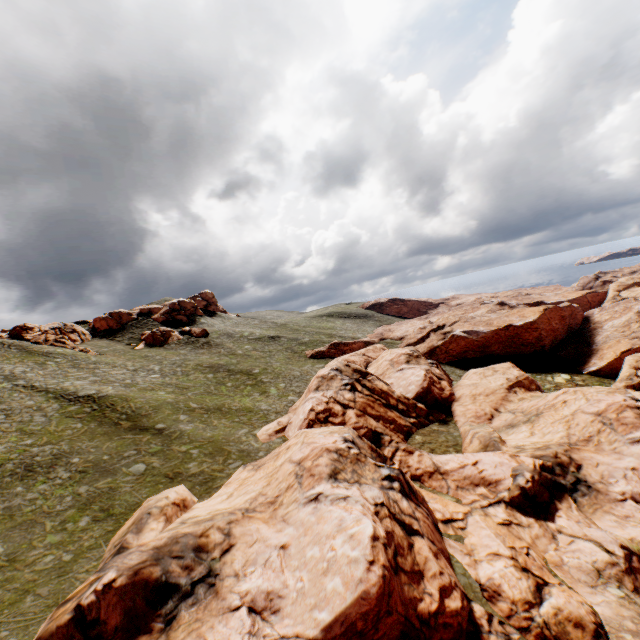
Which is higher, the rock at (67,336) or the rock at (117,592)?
the rock at (67,336)

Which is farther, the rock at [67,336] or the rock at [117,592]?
the rock at [67,336]

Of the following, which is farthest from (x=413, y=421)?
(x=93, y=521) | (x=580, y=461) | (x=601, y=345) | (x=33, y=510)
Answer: (x=601, y=345)

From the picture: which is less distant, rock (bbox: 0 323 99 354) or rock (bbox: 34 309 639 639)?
rock (bbox: 34 309 639 639)

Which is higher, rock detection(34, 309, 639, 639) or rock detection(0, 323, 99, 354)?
rock detection(0, 323, 99, 354)
